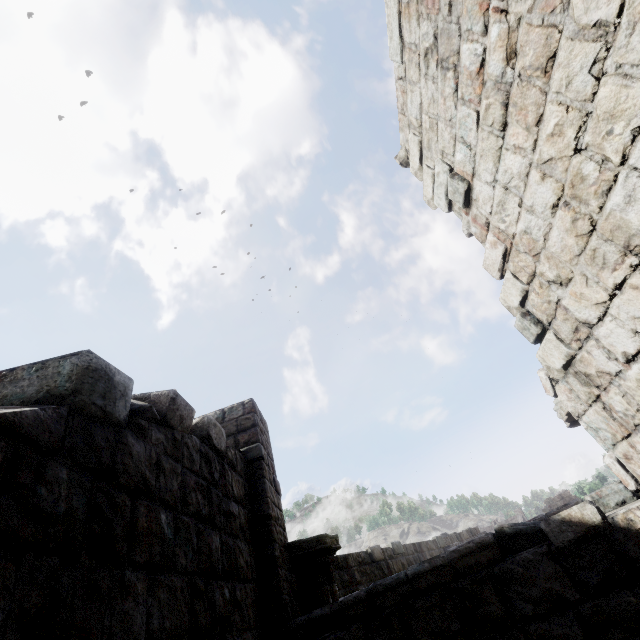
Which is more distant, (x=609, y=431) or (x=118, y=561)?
(x=609, y=431)

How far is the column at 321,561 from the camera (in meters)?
5.77

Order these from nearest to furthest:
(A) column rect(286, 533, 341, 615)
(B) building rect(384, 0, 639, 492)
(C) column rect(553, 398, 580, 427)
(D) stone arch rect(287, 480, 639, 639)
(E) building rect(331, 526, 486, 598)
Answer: (B) building rect(384, 0, 639, 492) < (D) stone arch rect(287, 480, 639, 639) < (C) column rect(553, 398, 580, 427) < (A) column rect(286, 533, 341, 615) < (E) building rect(331, 526, 486, 598)

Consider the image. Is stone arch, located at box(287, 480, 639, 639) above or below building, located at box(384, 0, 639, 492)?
below

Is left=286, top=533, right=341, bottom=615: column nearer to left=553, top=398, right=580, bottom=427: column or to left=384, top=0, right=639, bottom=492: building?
left=384, top=0, right=639, bottom=492: building

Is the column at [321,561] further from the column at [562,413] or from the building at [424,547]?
the column at [562,413]

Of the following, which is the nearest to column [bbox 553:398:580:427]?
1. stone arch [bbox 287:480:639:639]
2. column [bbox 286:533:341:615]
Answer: stone arch [bbox 287:480:639:639]
